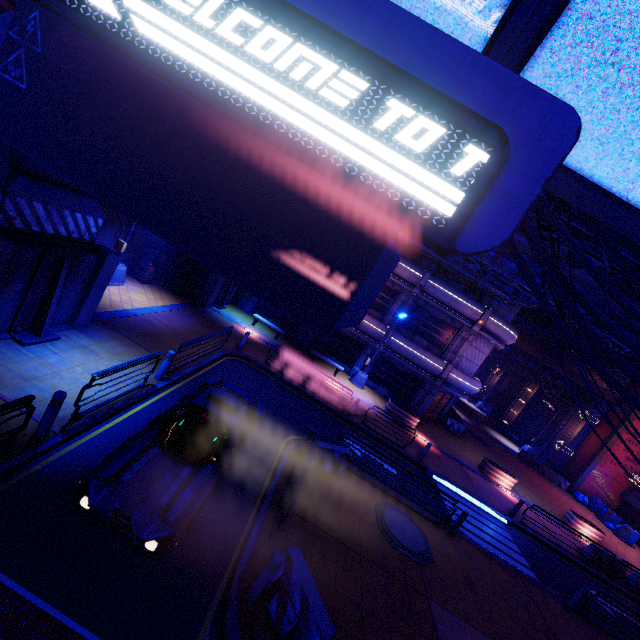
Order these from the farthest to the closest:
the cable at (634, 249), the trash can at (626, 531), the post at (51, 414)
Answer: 1. the trash can at (626, 531)
2. the post at (51, 414)
3. the cable at (634, 249)

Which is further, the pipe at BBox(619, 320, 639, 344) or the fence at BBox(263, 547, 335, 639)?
the pipe at BBox(619, 320, 639, 344)

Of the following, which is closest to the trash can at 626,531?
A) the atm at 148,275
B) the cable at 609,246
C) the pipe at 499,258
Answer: the pipe at 499,258

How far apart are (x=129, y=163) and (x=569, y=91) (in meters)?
4.30

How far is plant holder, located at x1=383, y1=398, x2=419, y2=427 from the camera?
20.5m

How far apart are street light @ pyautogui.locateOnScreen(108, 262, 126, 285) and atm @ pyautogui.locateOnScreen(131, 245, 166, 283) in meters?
1.3 m

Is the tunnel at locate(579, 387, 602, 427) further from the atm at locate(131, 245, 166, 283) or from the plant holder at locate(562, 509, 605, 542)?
the atm at locate(131, 245, 166, 283)

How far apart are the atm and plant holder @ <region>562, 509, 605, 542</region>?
29.7m
